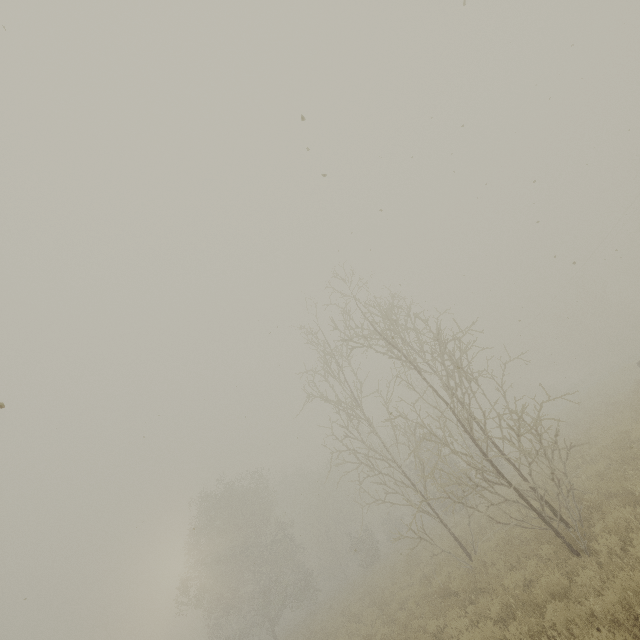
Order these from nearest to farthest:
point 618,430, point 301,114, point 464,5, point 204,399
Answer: point 301,114 < point 464,5 < point 618,430 < point 204,399
